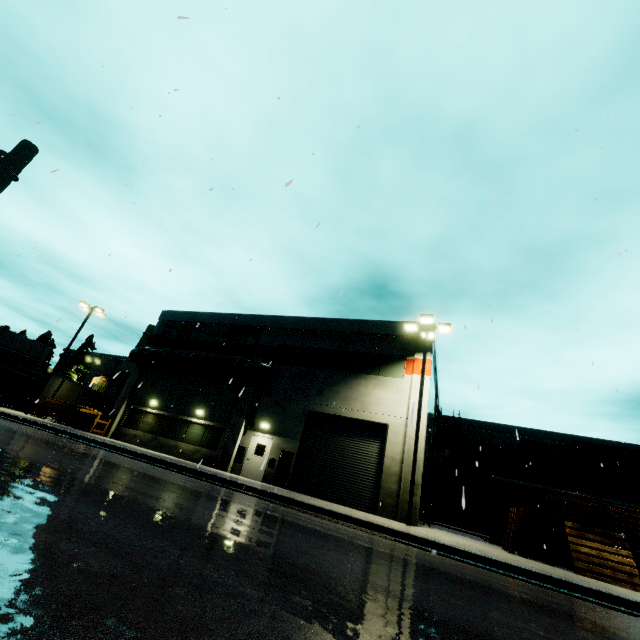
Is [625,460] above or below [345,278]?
above

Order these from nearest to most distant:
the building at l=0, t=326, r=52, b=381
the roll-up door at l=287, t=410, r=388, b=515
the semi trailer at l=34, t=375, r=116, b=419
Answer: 1. the roll-up door at l=287, t=410, r=388, b=515
2. the semi trailer at l=34, t=375, r=116, b=419
3. the building at l=0, t=326, r=52, b=381

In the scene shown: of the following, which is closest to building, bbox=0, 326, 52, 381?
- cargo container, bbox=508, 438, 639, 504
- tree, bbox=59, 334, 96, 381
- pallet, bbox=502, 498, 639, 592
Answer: tree, bbox=59, 334, 96, 381

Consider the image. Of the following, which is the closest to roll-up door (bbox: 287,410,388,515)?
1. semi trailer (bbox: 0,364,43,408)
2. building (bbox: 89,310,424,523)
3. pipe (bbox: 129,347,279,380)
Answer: building (bbox: 89,310,424,523)

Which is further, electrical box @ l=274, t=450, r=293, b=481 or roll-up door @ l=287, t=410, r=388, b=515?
electrical box @ l=274, t=450, r=293, b=481

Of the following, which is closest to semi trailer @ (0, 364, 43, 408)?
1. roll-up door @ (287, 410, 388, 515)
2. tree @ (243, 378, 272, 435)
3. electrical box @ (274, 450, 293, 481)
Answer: roll-up door @ (287, 410, 388, 515)

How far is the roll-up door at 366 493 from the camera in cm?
1692

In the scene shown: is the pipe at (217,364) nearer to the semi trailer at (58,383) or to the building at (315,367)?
the building at (315,367)
